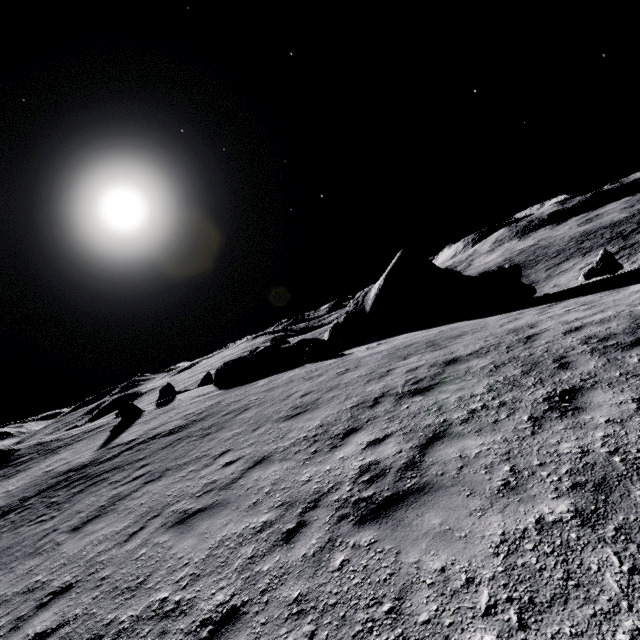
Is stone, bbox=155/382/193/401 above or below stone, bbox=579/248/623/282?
above

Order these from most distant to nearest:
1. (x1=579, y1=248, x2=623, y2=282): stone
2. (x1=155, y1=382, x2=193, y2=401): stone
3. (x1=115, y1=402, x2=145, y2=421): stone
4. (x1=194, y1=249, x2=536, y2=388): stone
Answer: (x1=155, y1=382, x2=193, y2=401): stone
(x1=115, y1=402, x2=145, y2=421): stone
(x1=194, y1=249, x2=536, y2=388): stone
(x1=579, y1=248, x2=623, y2=282): stone

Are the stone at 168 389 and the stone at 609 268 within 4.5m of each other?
no

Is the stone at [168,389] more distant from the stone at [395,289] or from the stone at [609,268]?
the stone at [609,268]

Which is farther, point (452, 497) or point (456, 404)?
point (456, 404)

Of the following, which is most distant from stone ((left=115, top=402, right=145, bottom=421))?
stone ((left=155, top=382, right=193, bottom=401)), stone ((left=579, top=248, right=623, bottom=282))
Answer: stone ((left=579, top=248, right=623, bottom=282))

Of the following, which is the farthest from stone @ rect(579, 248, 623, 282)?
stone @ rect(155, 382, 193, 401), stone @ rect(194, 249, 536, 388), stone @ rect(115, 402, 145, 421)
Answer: stone @ rect(155, 382, 193, 401)

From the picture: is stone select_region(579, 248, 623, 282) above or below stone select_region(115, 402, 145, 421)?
below
